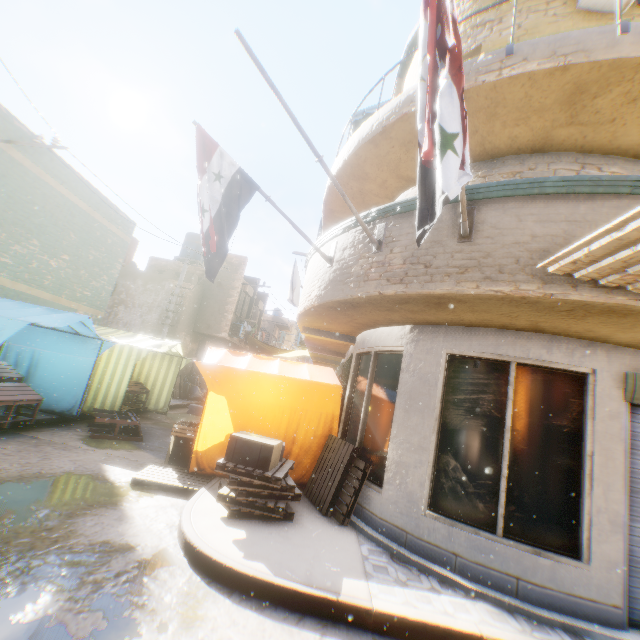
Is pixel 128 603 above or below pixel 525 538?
below

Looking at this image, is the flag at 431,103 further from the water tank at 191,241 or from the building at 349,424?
the water tank at 191,241

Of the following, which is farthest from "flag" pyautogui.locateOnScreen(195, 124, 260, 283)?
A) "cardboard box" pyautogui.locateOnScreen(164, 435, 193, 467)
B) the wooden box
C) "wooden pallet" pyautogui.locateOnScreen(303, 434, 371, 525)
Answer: the wooden box

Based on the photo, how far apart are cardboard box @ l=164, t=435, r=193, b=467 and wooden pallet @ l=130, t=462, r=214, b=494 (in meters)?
0.01

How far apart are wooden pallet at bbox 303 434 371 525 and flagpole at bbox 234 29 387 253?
3.0m

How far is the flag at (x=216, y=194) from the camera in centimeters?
461cm

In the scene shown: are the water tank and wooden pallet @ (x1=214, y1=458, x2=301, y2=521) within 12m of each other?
no

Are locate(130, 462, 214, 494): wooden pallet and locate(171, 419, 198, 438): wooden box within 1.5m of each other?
yes
